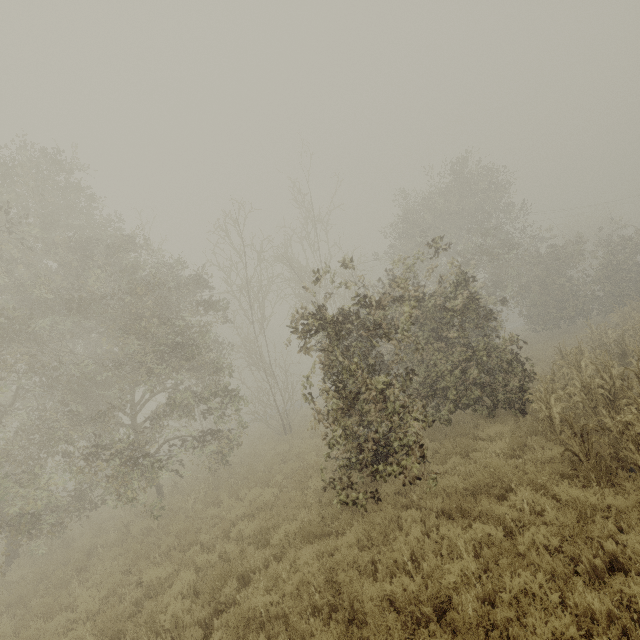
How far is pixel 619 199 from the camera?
37.2 meters
